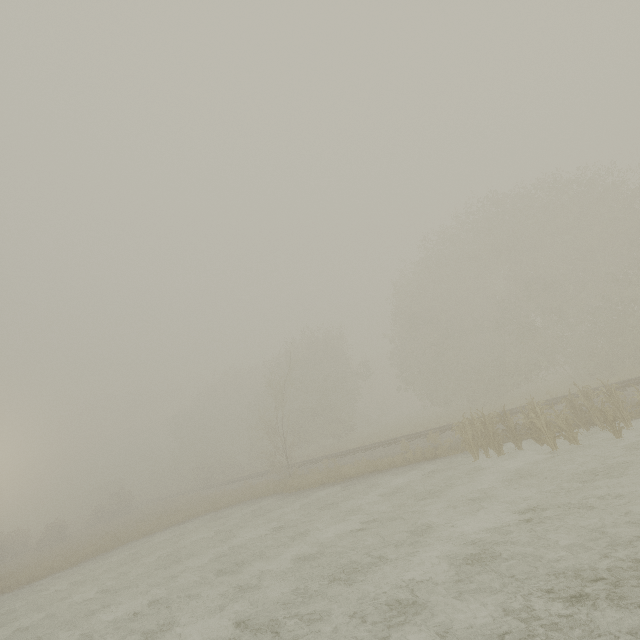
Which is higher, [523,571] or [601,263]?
[601,263]

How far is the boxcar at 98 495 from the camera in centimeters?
5644cm

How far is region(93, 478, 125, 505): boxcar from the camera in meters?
56.4 m
